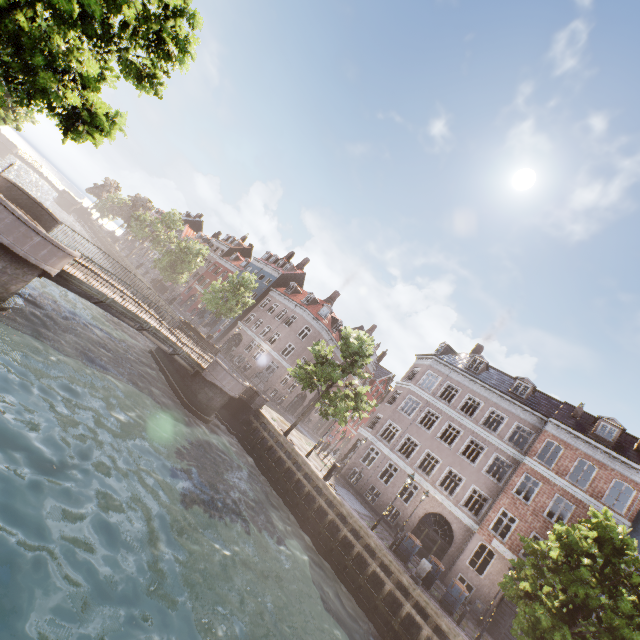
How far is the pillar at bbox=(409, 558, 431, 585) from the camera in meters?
15.3

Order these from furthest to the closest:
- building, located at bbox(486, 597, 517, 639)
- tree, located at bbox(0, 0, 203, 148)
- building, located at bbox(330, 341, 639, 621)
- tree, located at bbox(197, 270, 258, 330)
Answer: tree, located at bbox(197, 270, 258, 330), building, located at bbox(330, 341, 639, 621), building, located at bbox(486, 597, 517, 639), tree, located at bbox(0, 0, 203, 148)

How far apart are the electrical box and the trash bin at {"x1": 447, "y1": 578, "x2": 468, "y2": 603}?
5.75m

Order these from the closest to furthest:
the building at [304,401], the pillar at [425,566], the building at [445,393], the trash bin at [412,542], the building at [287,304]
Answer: the pillar at [425,566], the trash bin at [412,542], the building at [445,393], the building at [287,304], the building at [304,401]

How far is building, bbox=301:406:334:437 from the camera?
45.97m

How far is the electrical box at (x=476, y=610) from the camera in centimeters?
1952cm

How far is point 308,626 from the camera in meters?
10.4 m

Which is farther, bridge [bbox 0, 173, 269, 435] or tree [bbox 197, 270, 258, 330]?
tree [bbox 197, 270, 258, 330]
